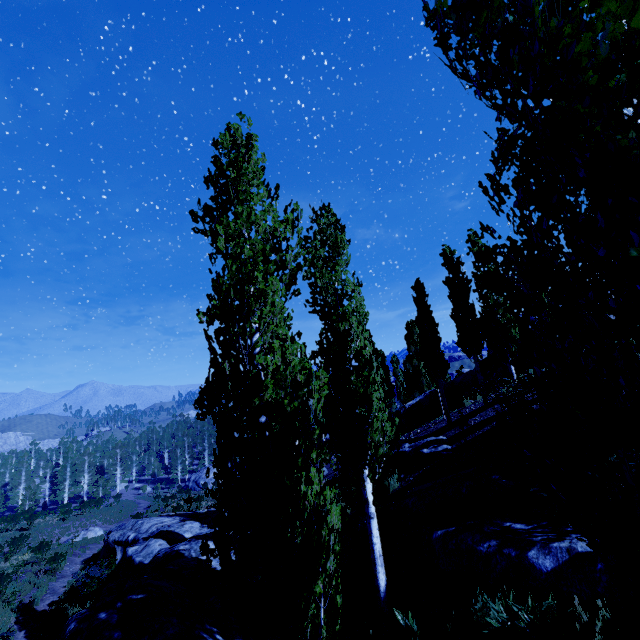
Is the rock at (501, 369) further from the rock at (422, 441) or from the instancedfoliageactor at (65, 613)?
the rock at (422, 441)

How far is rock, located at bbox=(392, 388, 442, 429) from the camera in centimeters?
2008cm

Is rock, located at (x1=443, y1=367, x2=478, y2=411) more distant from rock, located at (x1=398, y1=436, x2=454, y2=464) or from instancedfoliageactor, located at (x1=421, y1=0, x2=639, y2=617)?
rock, located at (x1=398, y1=436, x2=454, y2=464)

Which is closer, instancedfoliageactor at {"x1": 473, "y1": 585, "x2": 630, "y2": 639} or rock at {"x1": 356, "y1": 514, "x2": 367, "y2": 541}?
instancedfoliageactor at {"x1": 473, "y1": 585, "x2": 630, "y2": 639}

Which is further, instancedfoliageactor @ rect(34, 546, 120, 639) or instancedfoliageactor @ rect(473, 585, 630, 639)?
instancedfoliageactor @ rect(34, 546, 120, 639)

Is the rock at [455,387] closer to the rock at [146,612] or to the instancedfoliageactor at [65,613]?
the instancedfoliageactor at [65,613]

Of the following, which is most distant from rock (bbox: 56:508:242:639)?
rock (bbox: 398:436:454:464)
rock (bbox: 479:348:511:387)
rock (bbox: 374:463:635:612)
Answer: rock (bbox: 479:348:511:387)

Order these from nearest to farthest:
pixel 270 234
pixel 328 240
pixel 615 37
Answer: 1. pixel 615 37
2. pixel 270 234
3. pixel 328 240
